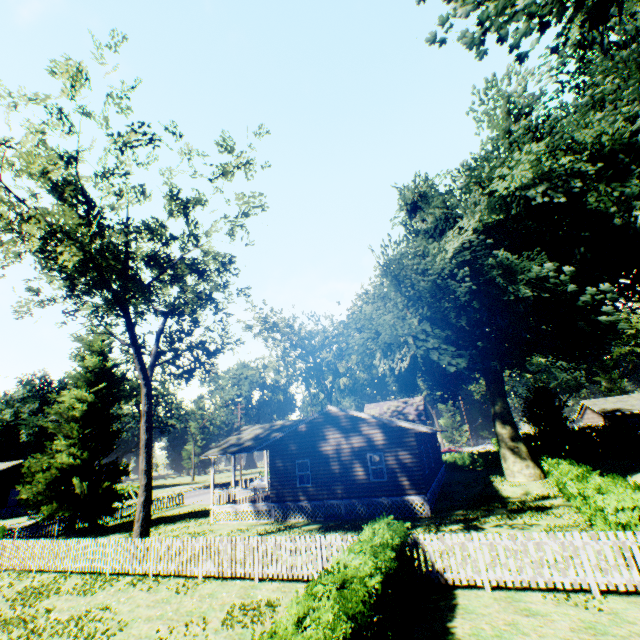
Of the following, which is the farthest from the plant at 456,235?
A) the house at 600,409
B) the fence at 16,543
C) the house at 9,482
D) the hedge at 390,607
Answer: the house at 9,482

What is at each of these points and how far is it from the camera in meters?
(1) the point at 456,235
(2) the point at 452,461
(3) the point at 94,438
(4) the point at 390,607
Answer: (1) plant, 19.7 m
(2) hedge, 39.3 m
(3) plant, 26.2 m
(4) hedge, 6.6 m

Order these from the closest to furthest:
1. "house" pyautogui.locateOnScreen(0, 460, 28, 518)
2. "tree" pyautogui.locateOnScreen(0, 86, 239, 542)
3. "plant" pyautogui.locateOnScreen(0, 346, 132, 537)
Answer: "tree" pyautogui.locateOnScreen(0, 86, 239, 542) < "plant" pyautogui.locateOnScreen(0, 346, 132, 537) < "house" pyautogui.locateOnScreen(0, 460, 28, 518)

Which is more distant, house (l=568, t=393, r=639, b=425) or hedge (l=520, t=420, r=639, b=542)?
house (l=568, t=393, r=639, b=425)

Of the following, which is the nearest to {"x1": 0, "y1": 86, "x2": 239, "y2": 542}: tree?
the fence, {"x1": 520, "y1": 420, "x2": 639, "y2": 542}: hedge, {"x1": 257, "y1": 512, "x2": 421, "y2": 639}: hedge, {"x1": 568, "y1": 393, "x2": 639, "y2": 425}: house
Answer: {"x1": 257, "y1": 512, "x2": 421, "y2": 639}: hedge

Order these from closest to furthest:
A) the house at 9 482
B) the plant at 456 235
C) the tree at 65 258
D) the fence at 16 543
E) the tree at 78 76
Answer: the fence at 16 543, the tree at 78 76, the tree at 65 258, the plant at 456 235, the house at 9 482

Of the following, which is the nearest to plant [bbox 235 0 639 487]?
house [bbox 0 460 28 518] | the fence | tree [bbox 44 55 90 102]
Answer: the fence

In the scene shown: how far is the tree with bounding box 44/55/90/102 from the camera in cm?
1238
